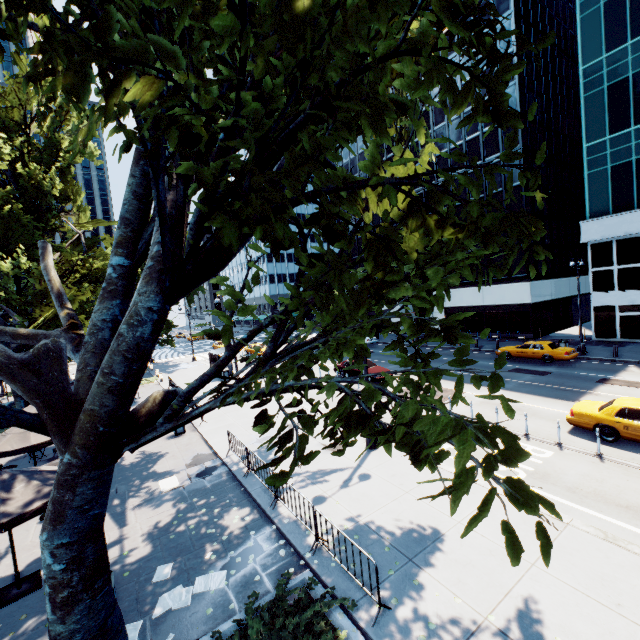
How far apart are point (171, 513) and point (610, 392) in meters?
21.3

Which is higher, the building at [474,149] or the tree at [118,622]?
the building at [474,149]

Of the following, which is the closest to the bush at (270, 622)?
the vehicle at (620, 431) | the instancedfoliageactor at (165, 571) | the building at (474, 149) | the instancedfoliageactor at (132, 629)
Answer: the instancedfoliageactor at (132, 629)

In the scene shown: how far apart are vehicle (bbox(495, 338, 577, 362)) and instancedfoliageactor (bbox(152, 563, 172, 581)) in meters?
26.2

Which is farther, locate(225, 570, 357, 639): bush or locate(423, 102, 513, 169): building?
locate(423, 102, 513, 169): building

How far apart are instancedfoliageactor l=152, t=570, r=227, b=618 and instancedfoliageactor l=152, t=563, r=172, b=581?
0.4m

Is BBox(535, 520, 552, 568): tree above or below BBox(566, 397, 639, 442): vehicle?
above

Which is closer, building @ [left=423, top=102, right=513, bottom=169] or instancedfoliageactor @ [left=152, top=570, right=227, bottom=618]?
instancedfoliageactor @ [left=152, top=570, right=227, bottom=618]
